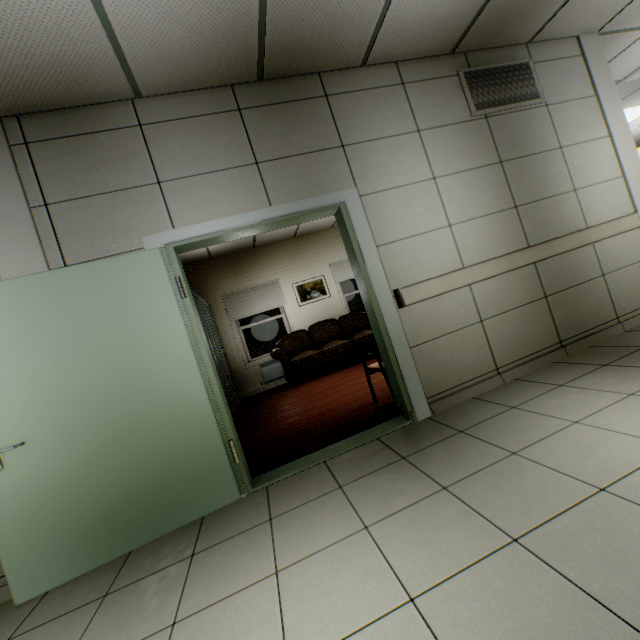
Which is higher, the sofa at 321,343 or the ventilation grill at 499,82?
the ventilation grill at 499,82

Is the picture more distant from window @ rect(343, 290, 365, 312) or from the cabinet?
the cabinet

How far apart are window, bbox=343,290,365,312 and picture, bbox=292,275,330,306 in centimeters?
42cm

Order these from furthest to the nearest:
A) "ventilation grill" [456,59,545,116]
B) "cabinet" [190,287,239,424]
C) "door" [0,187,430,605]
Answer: "cabinet" [190,287,239,424], "ventilation grill" [456,59,545,116], "door" [0,187,430,605]

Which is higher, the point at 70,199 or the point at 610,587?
the point at 70,199

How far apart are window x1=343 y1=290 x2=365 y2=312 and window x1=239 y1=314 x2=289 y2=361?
1.6 meters

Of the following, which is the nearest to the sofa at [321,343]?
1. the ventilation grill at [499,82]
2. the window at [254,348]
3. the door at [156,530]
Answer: the window at [254,348]

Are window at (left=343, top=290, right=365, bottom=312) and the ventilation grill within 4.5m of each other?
no
